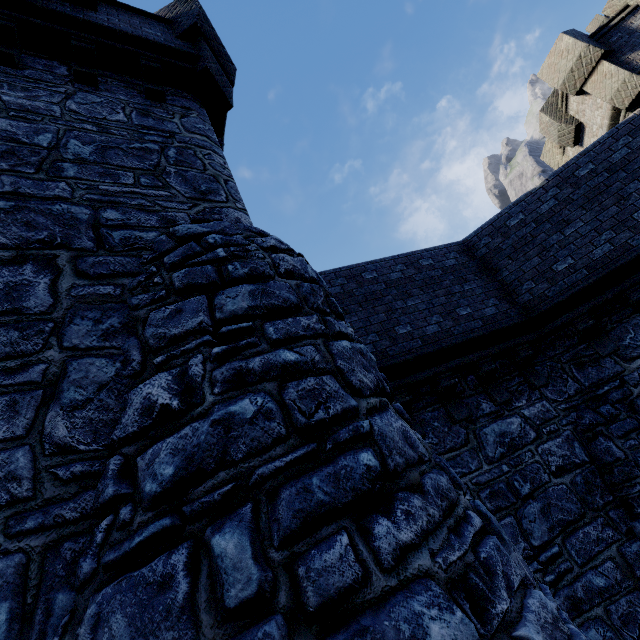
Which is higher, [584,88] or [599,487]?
[584,88]

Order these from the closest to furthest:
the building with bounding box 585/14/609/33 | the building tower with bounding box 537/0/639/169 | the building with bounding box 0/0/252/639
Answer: the building with bounding box 0/0/252/639 < the building tower with bounding box 537/0/639/169 < the building with bounding box 585/14/609/33

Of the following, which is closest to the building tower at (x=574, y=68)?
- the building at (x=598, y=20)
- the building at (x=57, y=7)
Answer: the building at (x=57, y=7)

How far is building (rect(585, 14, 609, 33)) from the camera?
34.34m

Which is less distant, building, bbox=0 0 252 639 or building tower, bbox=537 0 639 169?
building, bbox=0 0 252 639

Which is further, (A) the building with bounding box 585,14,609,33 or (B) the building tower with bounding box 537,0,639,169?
(A) the building with bounding box 585,14,609,33

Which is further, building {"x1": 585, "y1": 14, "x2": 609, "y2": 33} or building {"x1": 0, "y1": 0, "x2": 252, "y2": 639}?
building {"x1": 585, "y1": 14, "x2": 609, "y2": 33}

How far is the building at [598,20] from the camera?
34.34m
